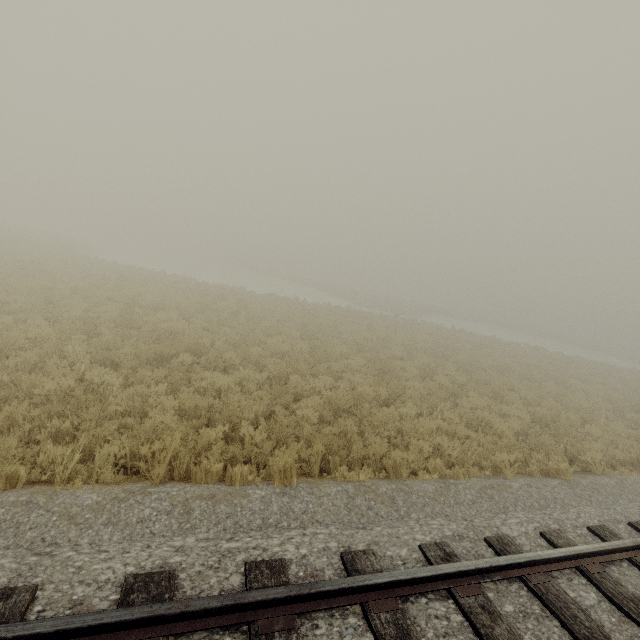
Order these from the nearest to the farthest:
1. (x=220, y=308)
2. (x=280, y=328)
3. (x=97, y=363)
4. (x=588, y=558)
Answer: (x=588, y=558)
(x=97, y=363)
(x=280, y=328)
(x=220, y=308)
